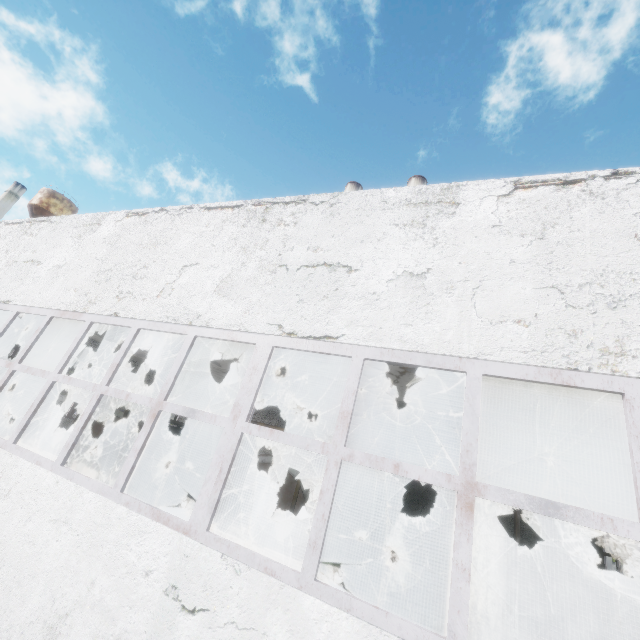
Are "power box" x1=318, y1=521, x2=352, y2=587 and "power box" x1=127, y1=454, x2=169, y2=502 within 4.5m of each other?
no

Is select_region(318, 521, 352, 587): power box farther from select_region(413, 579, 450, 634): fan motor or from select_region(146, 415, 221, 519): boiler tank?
select_region(146, 415, 221, 519): boiler tank

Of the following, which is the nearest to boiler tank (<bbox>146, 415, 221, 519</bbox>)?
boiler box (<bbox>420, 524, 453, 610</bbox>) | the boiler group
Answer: the boiler group

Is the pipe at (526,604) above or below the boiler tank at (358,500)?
below

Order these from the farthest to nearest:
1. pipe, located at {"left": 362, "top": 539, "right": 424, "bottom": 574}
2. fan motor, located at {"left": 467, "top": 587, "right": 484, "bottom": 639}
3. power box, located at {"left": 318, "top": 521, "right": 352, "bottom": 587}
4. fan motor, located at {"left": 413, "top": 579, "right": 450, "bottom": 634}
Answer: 1. pipe, located at {"left": 362, "top": 539, "right": 424, "bottom": 574}
2. power box, located at {"left": 318, "top": 521, "right": 352, "bottom": 587}
3. fan motor, located at {"left": 413, "top": 579, "right": 450, "bottom": 634}
4. fan motor, located at {"left": 467, "top": 587, "right": 484, "bottom": 639}

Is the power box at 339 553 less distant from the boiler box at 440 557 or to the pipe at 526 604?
the boiler box at 440 557

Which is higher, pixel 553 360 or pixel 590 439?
pixel 590 439

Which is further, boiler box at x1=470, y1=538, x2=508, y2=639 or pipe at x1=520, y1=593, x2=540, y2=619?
pipe at x1=520, y1=593, x2=540, y2=619
